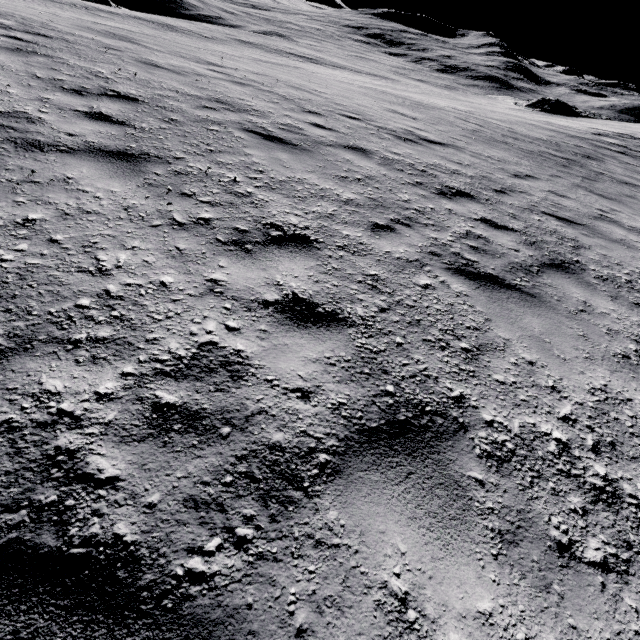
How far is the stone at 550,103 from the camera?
54.09m

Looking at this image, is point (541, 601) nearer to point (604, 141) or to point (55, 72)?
point (55, 72)

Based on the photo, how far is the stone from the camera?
54.1 meters
